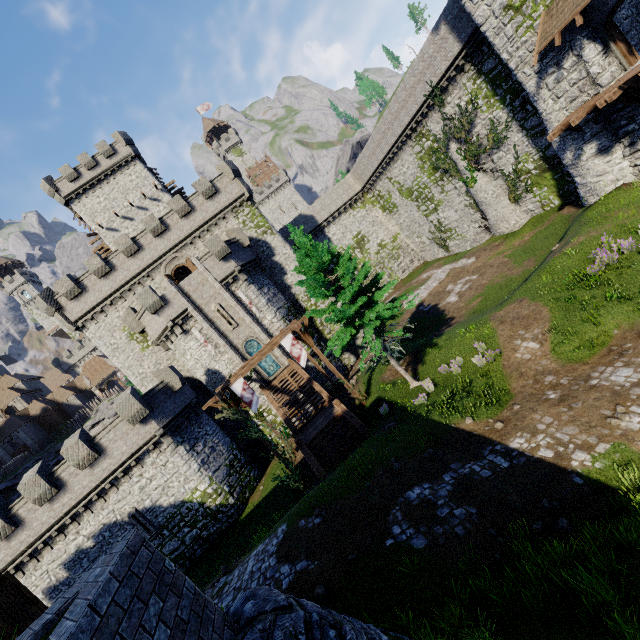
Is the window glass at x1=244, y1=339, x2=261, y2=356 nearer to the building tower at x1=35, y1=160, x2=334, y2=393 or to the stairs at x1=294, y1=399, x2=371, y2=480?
the building tower at x1=35, y1=160, x2=334, y2=393

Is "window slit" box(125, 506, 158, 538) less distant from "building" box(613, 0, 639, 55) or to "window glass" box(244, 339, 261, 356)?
"window glass" box(244, 339, 261, 356)

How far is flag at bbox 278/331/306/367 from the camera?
18.7 meters

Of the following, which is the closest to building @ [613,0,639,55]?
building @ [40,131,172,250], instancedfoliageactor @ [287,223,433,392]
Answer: instancedfoliageactor @ [287,223,433,392]

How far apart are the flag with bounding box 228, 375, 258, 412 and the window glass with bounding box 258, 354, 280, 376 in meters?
9.9 m

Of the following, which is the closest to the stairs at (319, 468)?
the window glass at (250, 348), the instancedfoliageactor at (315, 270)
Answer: the instancedfoliageactor at (315, 270)

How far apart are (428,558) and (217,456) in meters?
19.9 m

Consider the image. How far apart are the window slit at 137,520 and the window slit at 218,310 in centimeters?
1394cm
